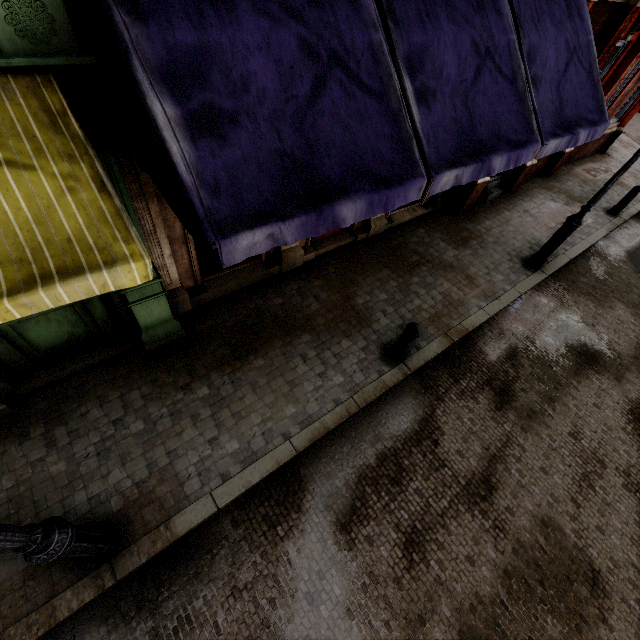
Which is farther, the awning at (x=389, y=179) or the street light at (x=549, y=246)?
the street light at (x=549, y=246)

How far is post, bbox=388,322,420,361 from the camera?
5.26m

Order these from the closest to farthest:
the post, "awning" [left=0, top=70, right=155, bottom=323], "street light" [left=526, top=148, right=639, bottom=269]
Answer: "awning" [left=0, top=70, right=155, bottom=323]
the post
"street light" [left=526, top=148, right=639, bottom=269]

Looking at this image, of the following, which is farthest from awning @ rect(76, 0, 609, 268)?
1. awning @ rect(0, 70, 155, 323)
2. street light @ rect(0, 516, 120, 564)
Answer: street light @ rect(0, 516, 120, 564)

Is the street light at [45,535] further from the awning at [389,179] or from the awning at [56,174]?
the awning at [389,179]

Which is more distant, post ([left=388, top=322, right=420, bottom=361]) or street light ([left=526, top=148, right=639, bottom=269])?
Answer: street light ([left=526, top=148, right=639, bottom=269])

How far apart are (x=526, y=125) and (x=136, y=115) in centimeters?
489cm

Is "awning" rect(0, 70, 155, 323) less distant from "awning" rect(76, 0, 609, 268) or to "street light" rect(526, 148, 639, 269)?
"awning" rect(76, 0, 609, 268)
